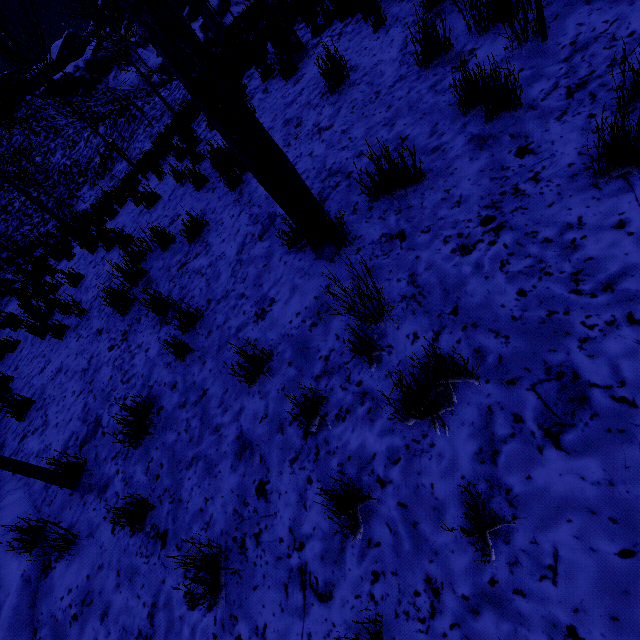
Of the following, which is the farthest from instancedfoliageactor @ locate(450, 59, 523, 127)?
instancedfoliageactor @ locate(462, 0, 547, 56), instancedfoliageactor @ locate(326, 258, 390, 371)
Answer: instancedfoliageactor @ locate(326, 258, 390, 371)

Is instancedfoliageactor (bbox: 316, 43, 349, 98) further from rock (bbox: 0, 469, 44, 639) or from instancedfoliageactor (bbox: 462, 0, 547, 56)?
rock (bbox: 0, 469, 44, 639)

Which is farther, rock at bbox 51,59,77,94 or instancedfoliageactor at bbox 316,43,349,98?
rock at bbox 51,59,77,94

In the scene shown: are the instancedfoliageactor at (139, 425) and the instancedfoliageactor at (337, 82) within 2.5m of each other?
no

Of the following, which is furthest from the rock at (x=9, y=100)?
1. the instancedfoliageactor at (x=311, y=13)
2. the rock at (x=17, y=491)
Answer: the rock at (x=17, y=491)

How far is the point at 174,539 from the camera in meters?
2.5 m

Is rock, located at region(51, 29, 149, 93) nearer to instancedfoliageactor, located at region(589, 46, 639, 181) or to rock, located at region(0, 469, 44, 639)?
rock, located at region(0, 469, 44, 639)

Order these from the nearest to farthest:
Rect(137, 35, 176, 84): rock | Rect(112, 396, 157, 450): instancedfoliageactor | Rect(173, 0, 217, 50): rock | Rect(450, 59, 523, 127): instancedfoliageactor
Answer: Rect(450, 59, 523, 127): instancedfoliageactor → Rect(112, 396, 157, 450): instancedfoliageactor → Rect(173, 0, 217, 50): rock → Rect(137, 35, 176, 84): rock
